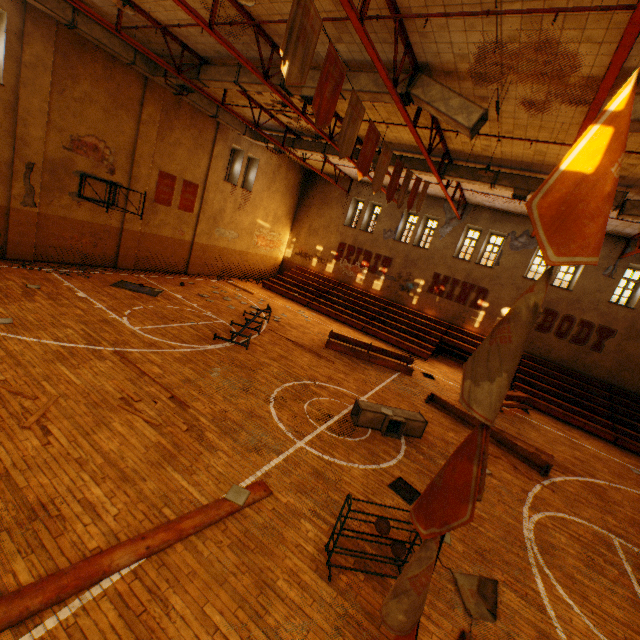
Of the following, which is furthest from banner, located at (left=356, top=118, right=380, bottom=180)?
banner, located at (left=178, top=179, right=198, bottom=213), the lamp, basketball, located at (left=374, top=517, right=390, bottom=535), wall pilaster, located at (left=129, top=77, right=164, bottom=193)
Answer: banner, located at (left=178, top=179, right=198, bottom=213)

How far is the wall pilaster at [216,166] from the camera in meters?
17.5

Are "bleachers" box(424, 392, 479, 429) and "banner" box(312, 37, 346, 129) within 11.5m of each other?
yes

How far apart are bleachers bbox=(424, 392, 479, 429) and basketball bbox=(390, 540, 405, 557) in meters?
6.7

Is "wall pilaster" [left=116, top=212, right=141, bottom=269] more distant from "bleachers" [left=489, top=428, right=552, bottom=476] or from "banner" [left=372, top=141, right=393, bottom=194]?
"bleachers" [left=489, top=428, right=552, bottom=476]

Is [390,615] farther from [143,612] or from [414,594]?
[143,612]

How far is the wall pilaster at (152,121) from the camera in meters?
14.0 m

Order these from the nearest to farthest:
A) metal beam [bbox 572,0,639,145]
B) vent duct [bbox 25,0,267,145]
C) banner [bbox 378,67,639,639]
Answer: banner [bbox 378,67,639,639]
metal beam [bbox 572,0,639,145]
vent duct [bbox 25,0,267,145]
